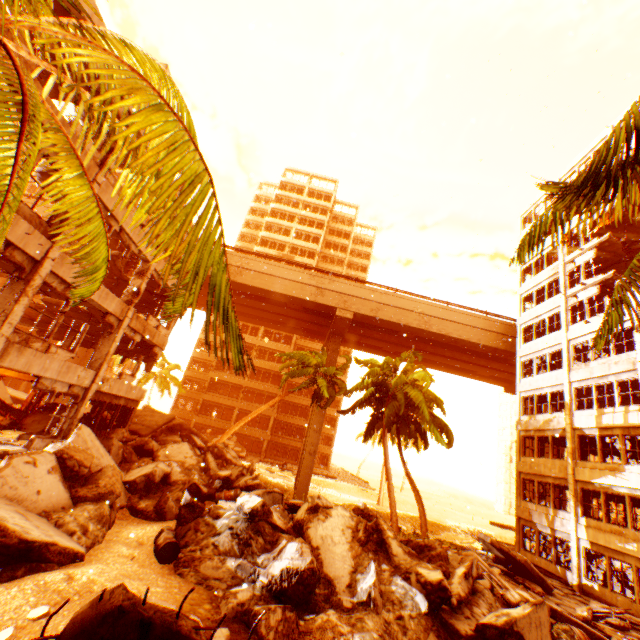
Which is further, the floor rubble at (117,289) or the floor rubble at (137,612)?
the floor rubble at (117,289)

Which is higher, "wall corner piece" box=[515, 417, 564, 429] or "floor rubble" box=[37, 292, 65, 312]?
"wall corner piece" box=[515, 417, 564, 429]

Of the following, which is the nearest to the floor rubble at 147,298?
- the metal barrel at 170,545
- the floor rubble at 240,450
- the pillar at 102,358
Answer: the pillar at 102,358

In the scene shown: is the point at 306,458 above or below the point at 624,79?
below

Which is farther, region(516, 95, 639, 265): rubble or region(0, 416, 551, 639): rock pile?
region(0, 416, 551, 639): rock pile

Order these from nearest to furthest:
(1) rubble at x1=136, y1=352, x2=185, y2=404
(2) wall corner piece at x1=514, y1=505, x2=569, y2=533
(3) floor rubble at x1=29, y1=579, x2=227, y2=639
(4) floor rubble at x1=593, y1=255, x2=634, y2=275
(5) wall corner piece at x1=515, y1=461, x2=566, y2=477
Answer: (3) floor rubble at x1=29, y1=579, x2=227, y2=639, (2) wall corner piece at x1=514, y1=505, x2=569, y2=533, (5) wall corner piece at x1=515, y1=461, x2=566, y2=477, (4) floor rubble at x1=593, y1=255, x2=634, y2=275, (1) rubble at x1=136, y1=352, x2=185, y2=404

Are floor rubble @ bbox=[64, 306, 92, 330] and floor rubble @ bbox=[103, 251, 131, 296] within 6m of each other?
yes

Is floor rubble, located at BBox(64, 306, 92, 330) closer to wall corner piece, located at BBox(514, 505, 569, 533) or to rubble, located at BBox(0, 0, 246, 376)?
rubble, located at BBox(0, 0, 246, 376)
